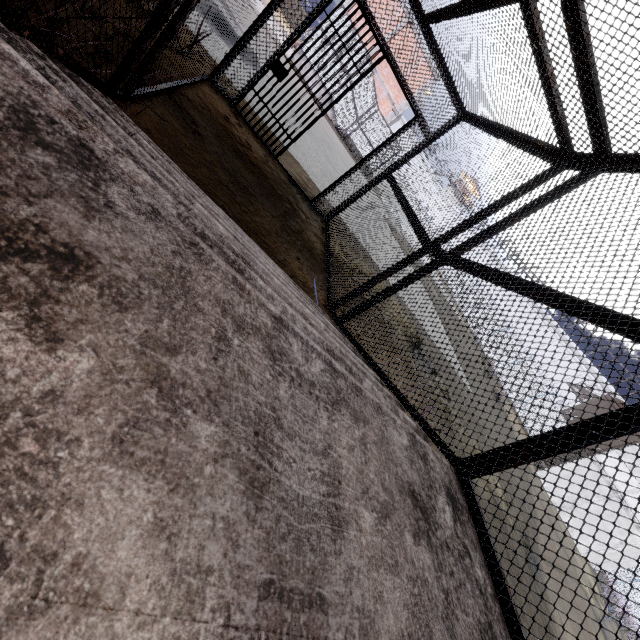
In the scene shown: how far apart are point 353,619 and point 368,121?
24.77m

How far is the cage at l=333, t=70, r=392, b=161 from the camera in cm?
2006

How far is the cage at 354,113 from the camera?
20.06m
